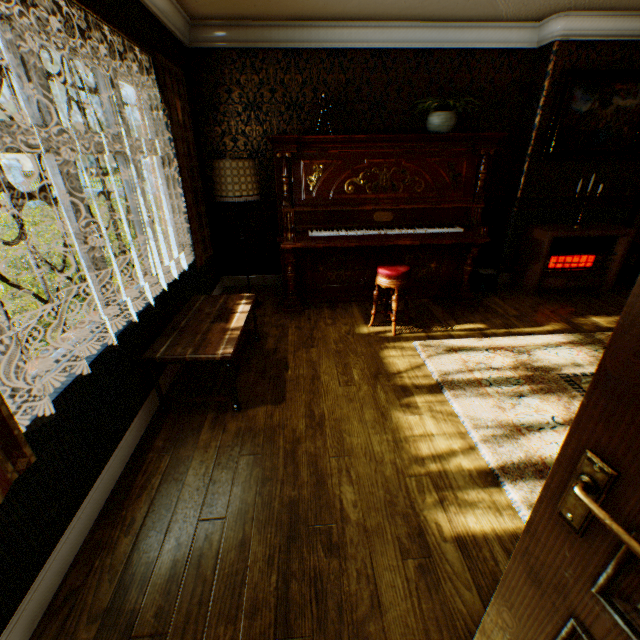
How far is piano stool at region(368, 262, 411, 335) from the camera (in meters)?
3.41

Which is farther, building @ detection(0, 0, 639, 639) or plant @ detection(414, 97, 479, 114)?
plant @ detection(414, 97, 479, 114)

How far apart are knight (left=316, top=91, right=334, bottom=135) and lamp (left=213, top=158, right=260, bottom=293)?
0.9 meters

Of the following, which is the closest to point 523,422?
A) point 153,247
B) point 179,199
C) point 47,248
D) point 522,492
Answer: point 522,492

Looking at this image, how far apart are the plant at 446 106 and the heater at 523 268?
1.90m

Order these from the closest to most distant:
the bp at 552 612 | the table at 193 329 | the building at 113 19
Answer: the bp at 552 612, the building at 113 19, the table at 193 329

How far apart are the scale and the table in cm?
322

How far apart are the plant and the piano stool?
1.8m
